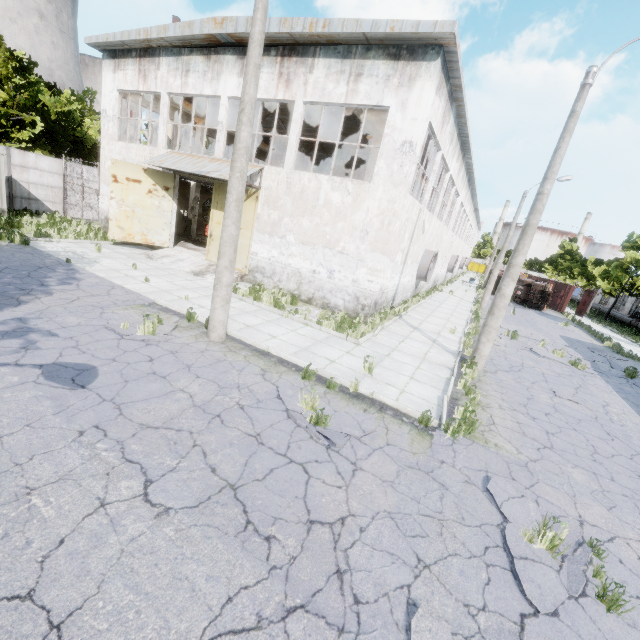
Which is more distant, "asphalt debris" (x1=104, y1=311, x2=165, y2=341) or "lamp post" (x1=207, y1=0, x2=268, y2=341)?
Answer: "asphalt debris" (x1=104, y1=311, x2=165, y2=341)

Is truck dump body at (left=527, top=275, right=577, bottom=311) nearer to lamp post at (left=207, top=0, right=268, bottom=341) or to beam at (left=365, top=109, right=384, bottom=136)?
beam at (left=365, top=109, right=384, bottom=136)

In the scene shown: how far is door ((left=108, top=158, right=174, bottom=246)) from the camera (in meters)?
15.87

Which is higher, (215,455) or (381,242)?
(381,242)

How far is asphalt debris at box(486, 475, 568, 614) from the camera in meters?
3.7 m

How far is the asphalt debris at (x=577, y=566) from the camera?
3.9 meters

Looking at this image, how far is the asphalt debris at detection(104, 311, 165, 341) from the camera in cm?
758

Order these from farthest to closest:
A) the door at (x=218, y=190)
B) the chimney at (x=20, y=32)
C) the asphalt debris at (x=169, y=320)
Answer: the chimney at (x=20, y=32)
the door at (x=218, y=190)
the asphalt debris at (x=169, y=320)
